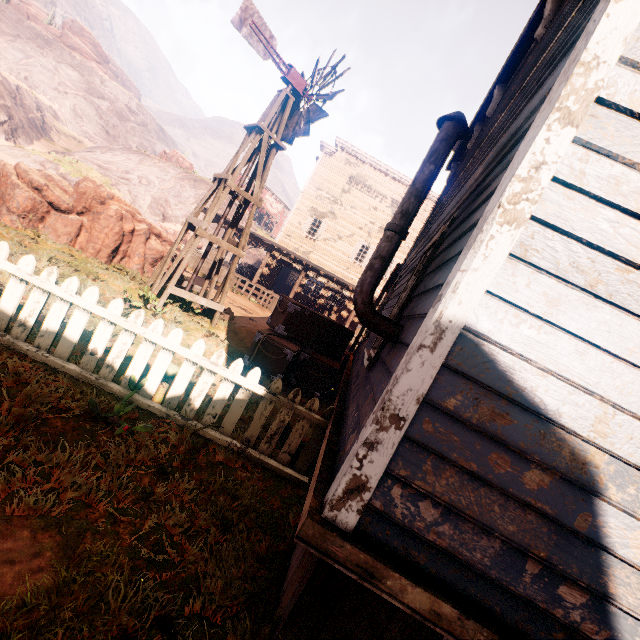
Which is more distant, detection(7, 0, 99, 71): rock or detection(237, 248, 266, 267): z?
detection(7, 0, 99, 71): rock

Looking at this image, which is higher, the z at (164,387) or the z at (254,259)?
the z at (254,259)

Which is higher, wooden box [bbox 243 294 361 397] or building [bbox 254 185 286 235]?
building [bbox 254 185 286 235]

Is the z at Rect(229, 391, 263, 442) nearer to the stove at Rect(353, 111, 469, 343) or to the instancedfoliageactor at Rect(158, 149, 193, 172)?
the instancedfoliageactor at Rect(158, 149, 193, 172)

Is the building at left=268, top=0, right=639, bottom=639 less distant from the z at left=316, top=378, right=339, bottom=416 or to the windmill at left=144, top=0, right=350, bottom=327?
the z at left=316, top=378, right=339, bottom=416

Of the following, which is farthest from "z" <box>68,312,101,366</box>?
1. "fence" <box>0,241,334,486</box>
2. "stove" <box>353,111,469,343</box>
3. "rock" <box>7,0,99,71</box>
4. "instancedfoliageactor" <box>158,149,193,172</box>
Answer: "rock" <box>7,0,99,71</box>

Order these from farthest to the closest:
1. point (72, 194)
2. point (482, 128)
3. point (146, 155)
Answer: point (146, 155)
point (72, 194)
point (482, 128)

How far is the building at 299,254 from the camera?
20.2m
